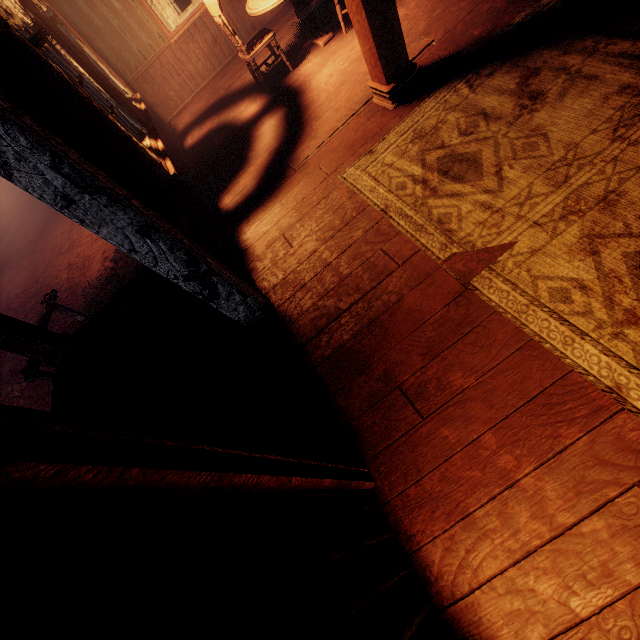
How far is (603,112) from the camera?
2.15m

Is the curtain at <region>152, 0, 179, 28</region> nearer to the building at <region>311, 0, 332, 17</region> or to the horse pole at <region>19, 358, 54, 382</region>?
the building at <region>311, 0, 332, 17</region>

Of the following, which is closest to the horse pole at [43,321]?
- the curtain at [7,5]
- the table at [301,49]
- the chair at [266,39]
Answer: the curtain at [7,5]

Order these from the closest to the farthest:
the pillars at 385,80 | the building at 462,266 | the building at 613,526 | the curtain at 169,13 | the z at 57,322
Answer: the building at 613,526
the building at 462,266
the pillars at 385,80
the curtain at 169,13
the z at 57,322

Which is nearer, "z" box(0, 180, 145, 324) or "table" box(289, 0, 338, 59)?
"table" box(289, 0, 338, 59)

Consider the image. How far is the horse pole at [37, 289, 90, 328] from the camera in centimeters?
565cm

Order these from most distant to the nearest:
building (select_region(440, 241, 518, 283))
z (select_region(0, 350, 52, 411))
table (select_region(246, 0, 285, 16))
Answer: z (select_region(0, 350, 52, 411)), table (select_region(246, 0, 285, 16)), building (select_region(440, 241, 518, 283))

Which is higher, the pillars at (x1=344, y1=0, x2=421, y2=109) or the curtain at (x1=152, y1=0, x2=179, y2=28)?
the curtain at (x1=152, y1=0, x2=179, y2=28)
